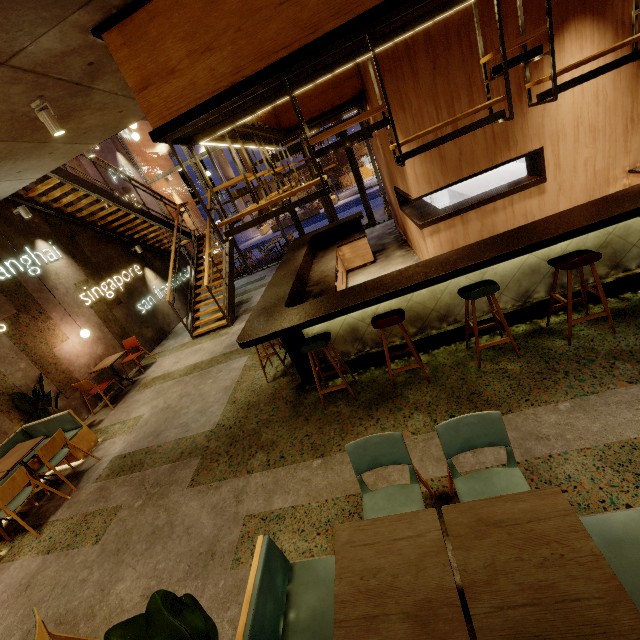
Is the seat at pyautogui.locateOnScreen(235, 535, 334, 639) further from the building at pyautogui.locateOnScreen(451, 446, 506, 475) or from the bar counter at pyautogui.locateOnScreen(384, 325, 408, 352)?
the bar counter at pyautogui.locateOnScreen(384, 325, 408, 352)

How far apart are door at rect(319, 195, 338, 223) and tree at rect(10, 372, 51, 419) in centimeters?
887cm

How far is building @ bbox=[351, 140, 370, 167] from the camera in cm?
2821

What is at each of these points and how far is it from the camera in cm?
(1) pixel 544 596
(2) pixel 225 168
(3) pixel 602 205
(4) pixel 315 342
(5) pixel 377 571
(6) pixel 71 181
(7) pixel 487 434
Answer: (1) table, 142
(2) building, 2867
(3) bar counter, 346
(4) chair, 382
(5) table, 175
(6) stairs, 708
(7) chair, 226

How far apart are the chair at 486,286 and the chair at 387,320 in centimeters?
60cm

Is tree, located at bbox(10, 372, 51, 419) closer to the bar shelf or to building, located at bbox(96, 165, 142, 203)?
building, located at bbox(96, 165, 142, 203)

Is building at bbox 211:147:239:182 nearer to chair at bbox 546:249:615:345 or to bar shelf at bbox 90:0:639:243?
bar shelf at bbox 90:0:639:243

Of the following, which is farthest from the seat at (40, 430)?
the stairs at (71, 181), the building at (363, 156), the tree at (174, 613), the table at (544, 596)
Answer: the building at (363, 156)
